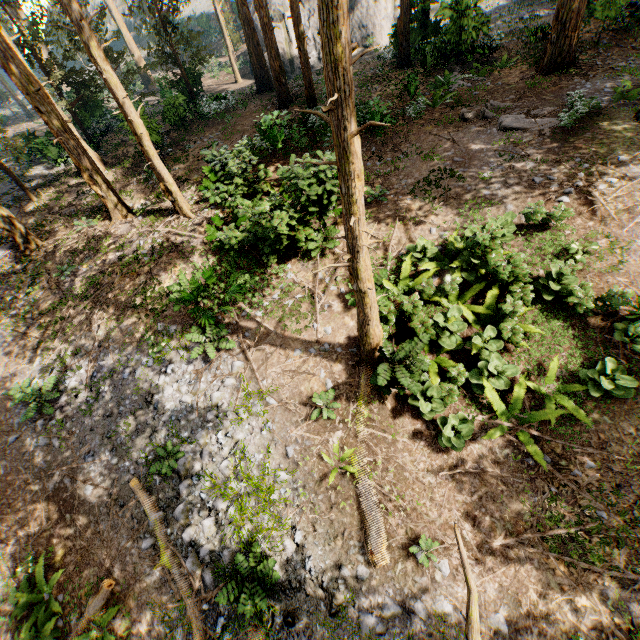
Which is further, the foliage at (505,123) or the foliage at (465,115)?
the foliage at (465,115)

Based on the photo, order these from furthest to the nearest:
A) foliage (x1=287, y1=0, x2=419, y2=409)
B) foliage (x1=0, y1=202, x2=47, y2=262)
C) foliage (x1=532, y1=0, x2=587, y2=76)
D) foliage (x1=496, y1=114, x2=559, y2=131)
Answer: foliage (x1=0, y1=202, x2=47, y2=262) → foliage (x1=532, y1=0, x2=587, y2=76) → foliage (x1=496, y1=114, x2=559, y2=131) → foliage (x1=287, y1=0, x2=419, y2=409)

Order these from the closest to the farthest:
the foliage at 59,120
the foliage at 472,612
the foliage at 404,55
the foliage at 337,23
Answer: the foliage at 472,612 → the foliage at 337,23 → the foliage at 59,120 → the foliage at 404,55

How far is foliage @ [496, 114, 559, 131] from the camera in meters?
11.8

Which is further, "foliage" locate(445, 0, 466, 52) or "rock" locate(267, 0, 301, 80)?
"rock" locate(267, 0, 301, 80)

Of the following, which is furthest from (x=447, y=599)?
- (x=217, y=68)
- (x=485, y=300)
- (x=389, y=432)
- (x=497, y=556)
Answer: (x=217, y=68)
